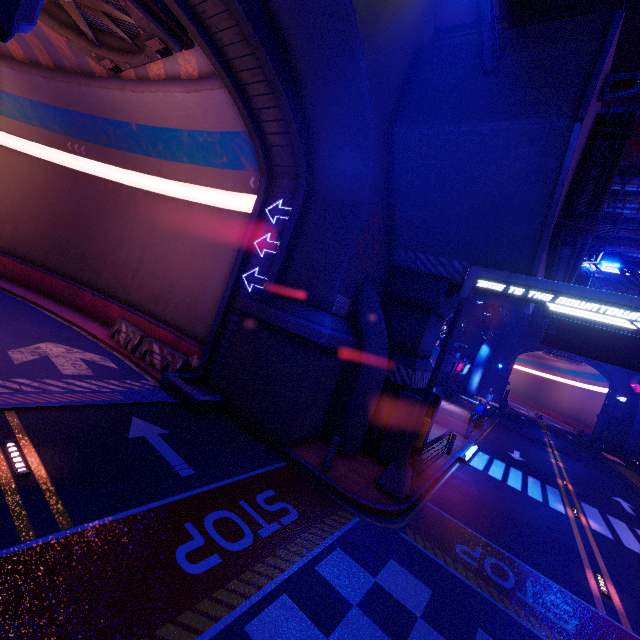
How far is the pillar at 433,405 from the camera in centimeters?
1287cm

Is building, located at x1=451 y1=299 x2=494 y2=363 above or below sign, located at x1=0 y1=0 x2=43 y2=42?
above

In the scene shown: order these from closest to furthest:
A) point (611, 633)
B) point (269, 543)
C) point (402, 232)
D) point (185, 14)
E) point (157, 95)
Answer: point (269, 543), point (611, 633), point (185, 14), point (402, 232), point (157, 95)

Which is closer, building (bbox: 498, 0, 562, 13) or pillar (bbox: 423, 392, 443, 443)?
pillar (bbox: 423, 392, 443, 443)

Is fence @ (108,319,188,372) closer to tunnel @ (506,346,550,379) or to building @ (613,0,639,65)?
building @ (613,0,639,65)

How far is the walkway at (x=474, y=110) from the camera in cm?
776

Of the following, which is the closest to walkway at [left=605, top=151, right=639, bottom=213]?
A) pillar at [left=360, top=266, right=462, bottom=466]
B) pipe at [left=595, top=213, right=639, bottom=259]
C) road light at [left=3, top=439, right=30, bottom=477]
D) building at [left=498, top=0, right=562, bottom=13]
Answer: pipe at [left=595, top=213, right=639, bottom=259]

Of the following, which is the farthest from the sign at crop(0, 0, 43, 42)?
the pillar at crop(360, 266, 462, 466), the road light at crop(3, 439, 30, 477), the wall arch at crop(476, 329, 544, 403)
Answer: the wall arch at crop(476, 329, 544, 403)
